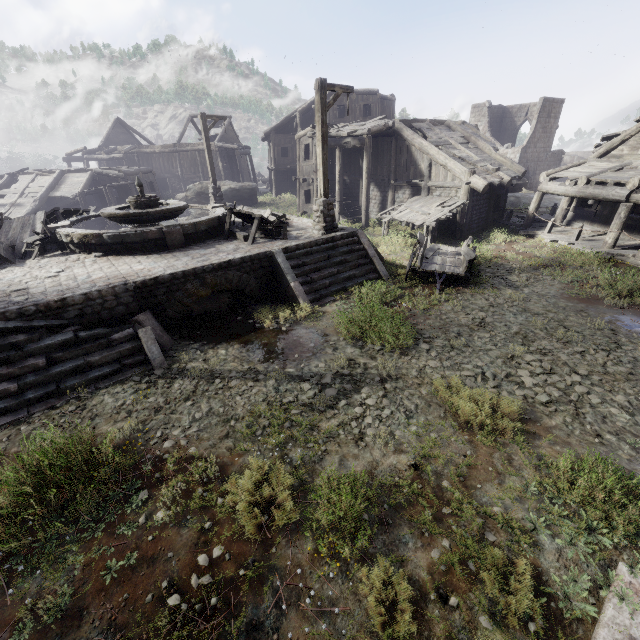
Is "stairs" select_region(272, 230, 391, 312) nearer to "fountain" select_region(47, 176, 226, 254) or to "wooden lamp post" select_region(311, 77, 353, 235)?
"wooden lamp post" select_region(311, 77, 353, 235)

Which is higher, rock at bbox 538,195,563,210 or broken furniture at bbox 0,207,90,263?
broken furniture at bbox 0,207,90,263

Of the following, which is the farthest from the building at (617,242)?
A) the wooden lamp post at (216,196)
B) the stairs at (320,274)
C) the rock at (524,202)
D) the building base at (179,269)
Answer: the wooden lamp post at (216,196)

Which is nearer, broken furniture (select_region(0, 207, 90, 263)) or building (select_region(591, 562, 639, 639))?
building (select_region(591, 562, 639, 639))

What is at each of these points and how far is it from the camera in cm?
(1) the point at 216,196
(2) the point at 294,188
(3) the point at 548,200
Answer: (1) wooden lamp post, 1878
(2) building, 3875
(3) rock, 2370

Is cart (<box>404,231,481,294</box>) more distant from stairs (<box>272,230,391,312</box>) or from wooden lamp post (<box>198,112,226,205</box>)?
wooden lamp post (<box>198,112,226,205</box>)

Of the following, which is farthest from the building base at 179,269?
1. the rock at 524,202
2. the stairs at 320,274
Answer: the rock at 524,202

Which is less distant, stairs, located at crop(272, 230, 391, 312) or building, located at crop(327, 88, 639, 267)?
stairs, located at crop(272, 230, 391, 312)
